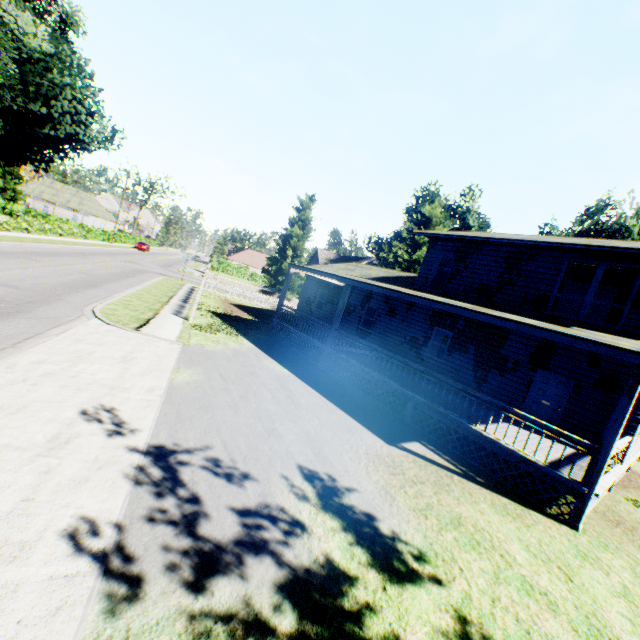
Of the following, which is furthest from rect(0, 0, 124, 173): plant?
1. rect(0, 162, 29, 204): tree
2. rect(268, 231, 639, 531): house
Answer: rect(0, 162, 29, 204): tree

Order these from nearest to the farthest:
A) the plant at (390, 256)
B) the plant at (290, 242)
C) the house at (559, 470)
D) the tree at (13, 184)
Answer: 1. the house at (559, 470)
2. the plant at (390, 256)
3. the tree at (13, 184)
4. the plant at (290, 242)

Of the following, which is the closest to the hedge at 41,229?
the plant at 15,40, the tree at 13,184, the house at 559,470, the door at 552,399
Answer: the tree at 13,184

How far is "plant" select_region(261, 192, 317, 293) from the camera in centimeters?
4603cm

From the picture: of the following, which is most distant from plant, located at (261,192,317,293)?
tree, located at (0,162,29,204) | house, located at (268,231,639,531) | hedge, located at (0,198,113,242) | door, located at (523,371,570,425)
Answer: door, located at (523,371,570,425)

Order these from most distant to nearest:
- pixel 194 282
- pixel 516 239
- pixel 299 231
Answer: pixel 299 231
pixel 194 282
pixel 516 239

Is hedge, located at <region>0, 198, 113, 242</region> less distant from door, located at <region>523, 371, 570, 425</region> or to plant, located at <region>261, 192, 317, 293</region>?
plant, located at <region>261, 192, 317, 293</region>

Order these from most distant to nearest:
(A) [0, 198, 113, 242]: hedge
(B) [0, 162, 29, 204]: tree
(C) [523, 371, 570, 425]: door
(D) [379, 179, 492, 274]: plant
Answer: (B) [0, 162, 29, 204]: tree → (D) [379, 179, 492, 274]: plant → (A) [0, 198, 113, 242]: hedge → (C) [523, 371, 570, 425]: door
